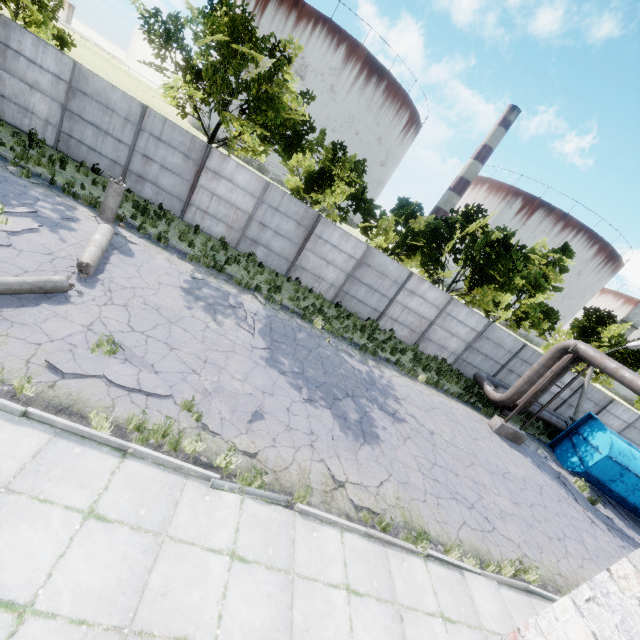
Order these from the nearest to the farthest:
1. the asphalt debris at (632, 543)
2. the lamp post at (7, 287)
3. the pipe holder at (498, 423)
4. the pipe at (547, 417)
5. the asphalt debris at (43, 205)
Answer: the lamp post at (7, 287)
the asphalt debris at (43, 205)
the asphalt debris at (632, 543)
the pipe holder at (498, 423)
the pipe at (547, 417)

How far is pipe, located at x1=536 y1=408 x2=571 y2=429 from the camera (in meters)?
18.03

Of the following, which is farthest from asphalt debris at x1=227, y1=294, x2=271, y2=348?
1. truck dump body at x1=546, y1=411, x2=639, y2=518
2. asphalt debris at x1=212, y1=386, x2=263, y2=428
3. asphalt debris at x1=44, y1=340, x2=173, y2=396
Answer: truck dump body at x1=546, y1=411, x2=639, y2=518

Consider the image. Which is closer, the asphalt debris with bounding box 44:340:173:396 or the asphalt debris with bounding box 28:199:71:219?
the asphalt debris with bounding box 44:340:173:396

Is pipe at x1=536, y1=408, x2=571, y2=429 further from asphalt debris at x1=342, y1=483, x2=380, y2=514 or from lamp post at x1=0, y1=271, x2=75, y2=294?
lamp post at x1=0, y1=271, x2=75, y2=294

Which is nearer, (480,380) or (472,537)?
(472,537)

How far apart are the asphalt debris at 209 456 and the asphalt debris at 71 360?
0.6 meters

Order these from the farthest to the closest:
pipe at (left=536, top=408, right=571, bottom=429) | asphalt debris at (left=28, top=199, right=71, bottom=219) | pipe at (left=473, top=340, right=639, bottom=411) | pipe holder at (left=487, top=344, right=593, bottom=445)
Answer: pipe at (left=536, top=408, right=571, bottom=429) → pipe holder at (left=487, top=344, right=593, bottom=445) → pipe at (left=473, top=340, right=639, bottom=411) → asphalt debris at (left=28, top=199, right=71, bottom=219)
